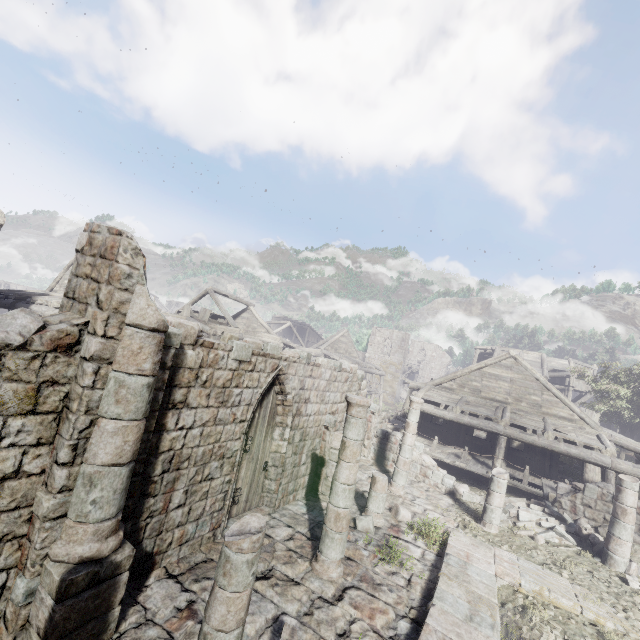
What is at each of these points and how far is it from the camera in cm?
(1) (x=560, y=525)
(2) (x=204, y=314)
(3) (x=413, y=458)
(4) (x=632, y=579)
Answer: (1) rubble, 1168
(2) broken furniture, 2184
(3) building, 1560
(4) rubble, 924

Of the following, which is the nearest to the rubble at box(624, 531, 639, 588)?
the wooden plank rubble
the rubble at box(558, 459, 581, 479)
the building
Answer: the building

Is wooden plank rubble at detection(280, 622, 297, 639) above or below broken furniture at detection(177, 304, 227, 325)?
below

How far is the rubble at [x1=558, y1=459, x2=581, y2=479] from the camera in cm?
1824

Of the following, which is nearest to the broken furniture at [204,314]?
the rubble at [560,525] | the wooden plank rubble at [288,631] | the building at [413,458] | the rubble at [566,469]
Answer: the building at [413,458]

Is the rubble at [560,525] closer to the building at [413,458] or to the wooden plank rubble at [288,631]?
the building at [413,458]

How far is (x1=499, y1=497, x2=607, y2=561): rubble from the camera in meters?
11.0 m

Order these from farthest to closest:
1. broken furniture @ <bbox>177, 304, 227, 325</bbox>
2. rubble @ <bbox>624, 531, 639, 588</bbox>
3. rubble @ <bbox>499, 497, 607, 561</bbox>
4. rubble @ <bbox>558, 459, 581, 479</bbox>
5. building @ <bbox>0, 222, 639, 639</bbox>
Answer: broken furniture @ <bbox>177, 304, 227, 325</bbox> → rubble @ <bbox>558, 459, 581, 479</bbox> → rubble @ <bbox>499, 497, 607, 561</bbox> → rubble @ <bbox>624, 531, 639, 588</bbox> → building @ <bbox>0, 222, 639, 639</bbox>
